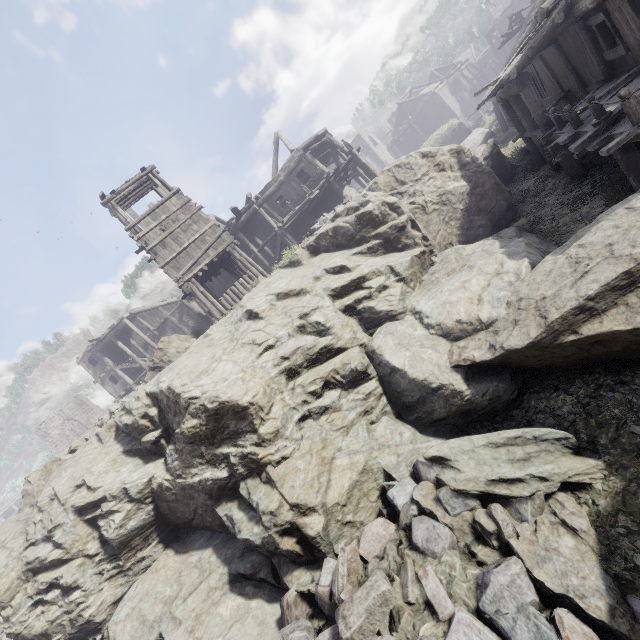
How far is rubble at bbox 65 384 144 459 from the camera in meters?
10.6 m

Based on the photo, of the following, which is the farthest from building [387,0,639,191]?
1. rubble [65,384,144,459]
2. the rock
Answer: rubble [65,384,144,459]

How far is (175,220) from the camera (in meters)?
16.48

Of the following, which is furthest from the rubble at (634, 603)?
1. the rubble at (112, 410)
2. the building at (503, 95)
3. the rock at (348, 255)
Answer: the rubble at (112, 410)

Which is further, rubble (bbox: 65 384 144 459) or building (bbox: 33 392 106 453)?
building (bbox: 33 392 106 453)

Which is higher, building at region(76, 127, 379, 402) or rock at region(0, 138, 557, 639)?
building at region(76, 127, 379, 402)

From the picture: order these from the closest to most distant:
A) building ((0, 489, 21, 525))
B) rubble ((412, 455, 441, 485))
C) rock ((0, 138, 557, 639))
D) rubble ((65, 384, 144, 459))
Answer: rubble ((412, 455, 441, 485)) < rock ((0, 138, 557, 639)) < rubble ((65, 384, 144, 459)) < building ((0, 489, 21, 525))
